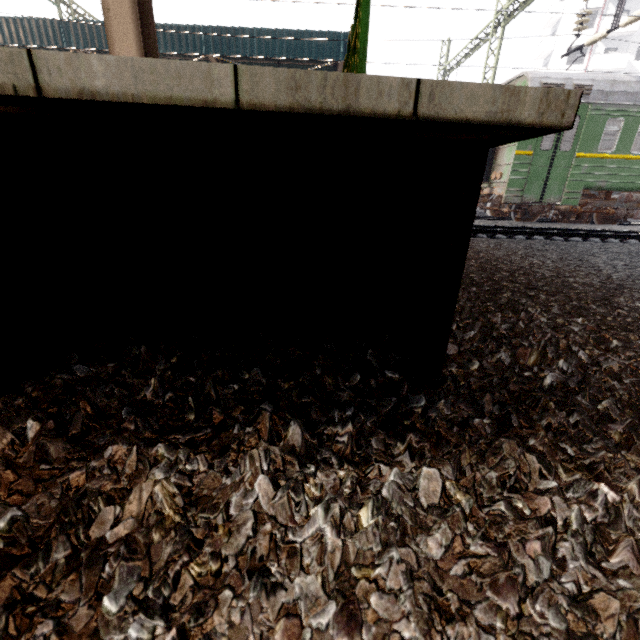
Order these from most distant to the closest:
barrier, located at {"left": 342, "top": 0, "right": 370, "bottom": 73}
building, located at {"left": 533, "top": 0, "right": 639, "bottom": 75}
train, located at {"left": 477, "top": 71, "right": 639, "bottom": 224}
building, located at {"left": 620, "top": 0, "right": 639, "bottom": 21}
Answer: building, located at {"left": 533, "top": 0, "right": 639, "bottom": 75}, building, located at {"left": 620, "top": 0, "right": 639, "bottom": 21}, train, located at {"left": 477, "top": 71, "right": 639, "bottom": 224}, barrier, located at {"left": 342, "top": 0, "right": 370, "bottom": 73}

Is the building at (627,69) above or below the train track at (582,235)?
above

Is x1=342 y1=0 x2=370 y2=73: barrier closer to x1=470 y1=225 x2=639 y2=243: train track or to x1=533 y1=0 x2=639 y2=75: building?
x1=470 y1=225 x2=639 y2=243: train track

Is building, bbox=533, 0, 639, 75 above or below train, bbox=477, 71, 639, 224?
above

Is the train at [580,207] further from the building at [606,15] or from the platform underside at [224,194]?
the building at [606,15]

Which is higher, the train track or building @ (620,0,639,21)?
building @ (620,0,639,21)

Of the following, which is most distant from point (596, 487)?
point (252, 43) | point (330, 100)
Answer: point (252, 43)
